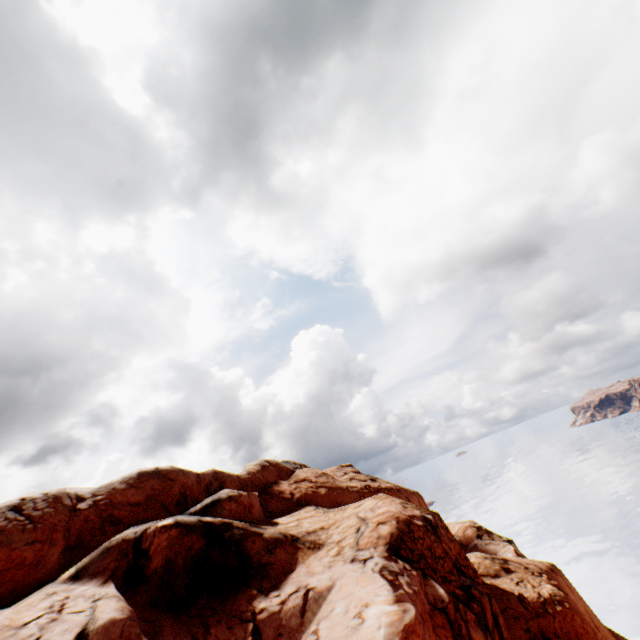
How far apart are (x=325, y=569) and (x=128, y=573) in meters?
9.6
